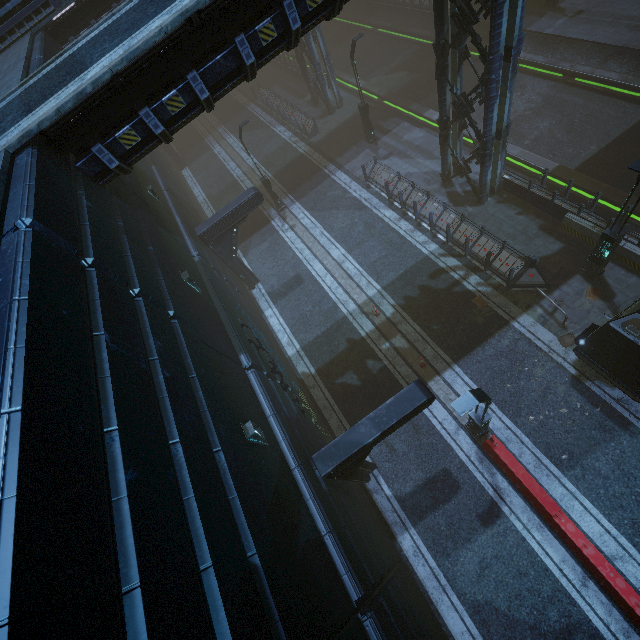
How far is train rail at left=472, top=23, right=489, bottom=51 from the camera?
22.7m

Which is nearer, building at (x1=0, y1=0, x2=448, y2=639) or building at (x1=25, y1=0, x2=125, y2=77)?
building at (x1=0, y1=0, x2=448, y2=639)

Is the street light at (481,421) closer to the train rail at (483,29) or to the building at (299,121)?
the building at (299,121)

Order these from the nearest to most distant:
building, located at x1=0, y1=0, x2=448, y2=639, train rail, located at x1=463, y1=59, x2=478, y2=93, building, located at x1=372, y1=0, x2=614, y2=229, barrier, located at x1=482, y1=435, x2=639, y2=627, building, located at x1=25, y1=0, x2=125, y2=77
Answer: building, located at x1=0, y1=0, x2=448, y2=639, barrier, located at x1=482, y1=435, x2=639, y2=627, building, located at x1=372, y1=0, x2=614, y2=229, building, located at x1=25, y1=0, x2=125, y2=77, train rail, located at x1=463, y1=59, x2=478, y2=93

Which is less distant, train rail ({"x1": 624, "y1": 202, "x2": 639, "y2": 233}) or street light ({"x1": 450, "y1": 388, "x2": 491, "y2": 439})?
street light ({"x1": 450, "y1": 388, "x2": 491, "y2": 439})

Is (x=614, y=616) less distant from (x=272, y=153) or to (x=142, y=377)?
(x=142, y=377)

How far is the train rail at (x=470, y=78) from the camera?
22.2m
